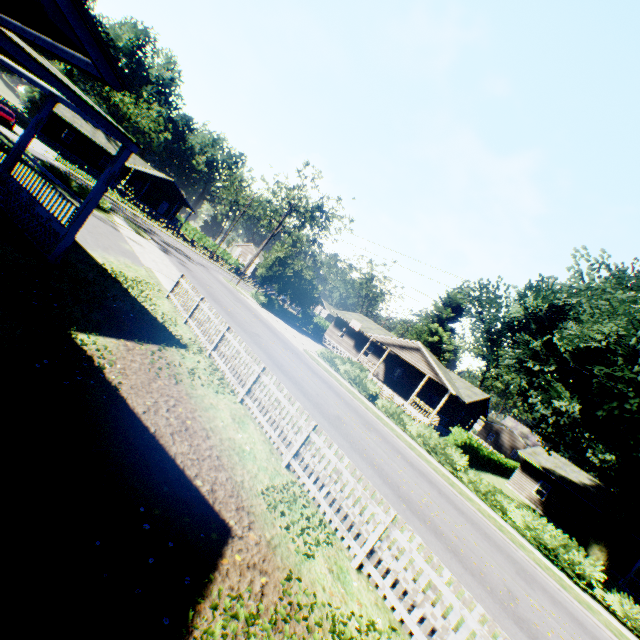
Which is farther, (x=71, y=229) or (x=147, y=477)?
(x=71, y=229)

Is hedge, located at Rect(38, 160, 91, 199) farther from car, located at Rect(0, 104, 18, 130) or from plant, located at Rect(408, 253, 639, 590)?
plant, located at Rect(408, 253, 639, 590)

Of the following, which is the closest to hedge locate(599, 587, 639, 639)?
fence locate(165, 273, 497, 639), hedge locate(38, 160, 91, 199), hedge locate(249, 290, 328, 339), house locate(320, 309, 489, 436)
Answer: hedge locate(249, 290, 328, 339)

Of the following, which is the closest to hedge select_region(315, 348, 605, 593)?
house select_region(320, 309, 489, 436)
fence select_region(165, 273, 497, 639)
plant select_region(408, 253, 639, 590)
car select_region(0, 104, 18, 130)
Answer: plant select_region(408, 253, 639, 590)

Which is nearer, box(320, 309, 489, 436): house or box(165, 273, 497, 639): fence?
box(165, 273, 497, 639): fence

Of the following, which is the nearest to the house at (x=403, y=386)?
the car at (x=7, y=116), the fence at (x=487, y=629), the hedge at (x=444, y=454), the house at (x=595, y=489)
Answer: the house at (x=595, y=489)

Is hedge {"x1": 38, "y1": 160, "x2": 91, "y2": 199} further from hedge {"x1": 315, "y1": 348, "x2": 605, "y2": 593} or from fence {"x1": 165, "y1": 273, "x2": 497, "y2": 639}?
hedge {"x1": 315, "y1": 348, "x2": 605, "y2": 593}

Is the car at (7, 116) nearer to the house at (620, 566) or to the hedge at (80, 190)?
the hedge at (80, 190)
